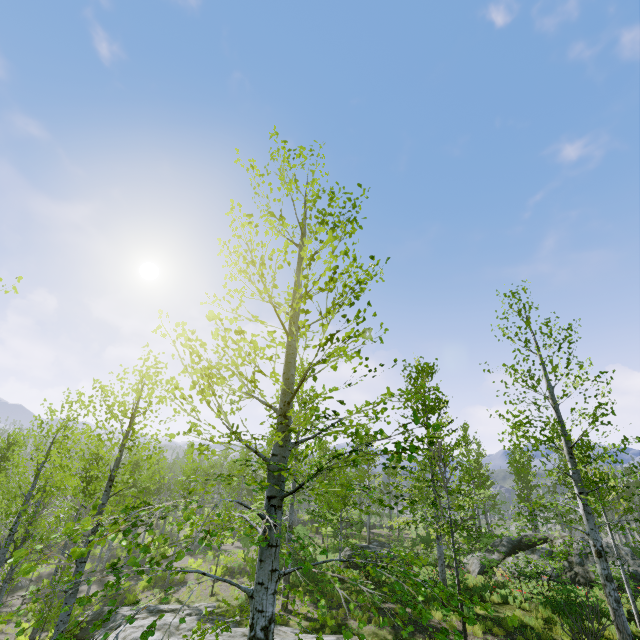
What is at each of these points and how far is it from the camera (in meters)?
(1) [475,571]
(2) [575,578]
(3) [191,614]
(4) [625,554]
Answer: (1) rock, 18.95
(2) rock, 16.75
(3) rock, 15.48
(4) rock, 17.95

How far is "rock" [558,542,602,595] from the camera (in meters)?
16.12

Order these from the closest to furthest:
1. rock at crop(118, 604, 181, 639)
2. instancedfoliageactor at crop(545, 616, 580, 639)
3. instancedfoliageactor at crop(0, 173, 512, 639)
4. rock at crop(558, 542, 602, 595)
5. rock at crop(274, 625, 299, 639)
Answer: instancedfoliageactor at crop(0, 173, 512, 639) < instancedfoliageactor at crop(545, 616, 580, 639) < rock at crop(274, 625, 299, 639) < rock at crop(118, 604, 181, 639) < rock at crop(558, 542, 602, 595)

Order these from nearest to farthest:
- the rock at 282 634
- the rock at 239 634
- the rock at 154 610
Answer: the rock at 282 634 → the rock at 239 634 → the rock at 154 610

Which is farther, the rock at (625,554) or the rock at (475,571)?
the rock at (475,571)

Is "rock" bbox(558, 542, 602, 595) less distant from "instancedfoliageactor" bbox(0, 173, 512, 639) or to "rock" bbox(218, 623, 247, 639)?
"instancedfoliageactor" bbox(0, 173, 512, 639)

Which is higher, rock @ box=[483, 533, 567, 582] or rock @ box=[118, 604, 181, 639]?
rock @ box=[483, 533, 567, 582]
